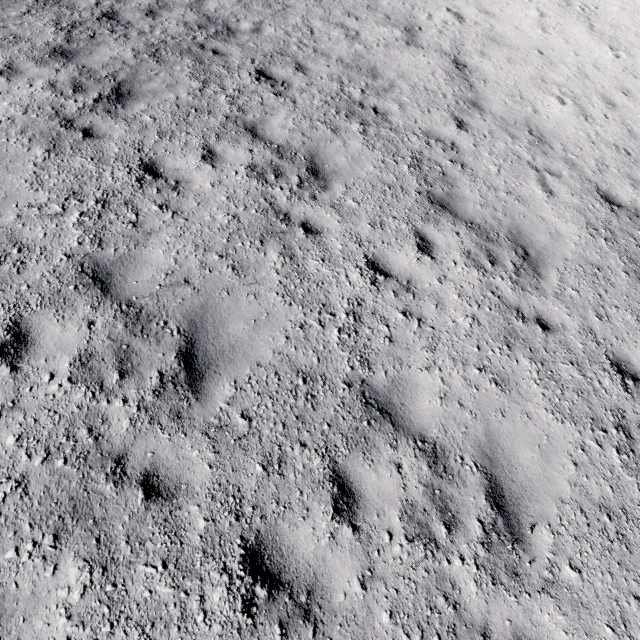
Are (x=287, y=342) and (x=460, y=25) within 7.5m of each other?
no
